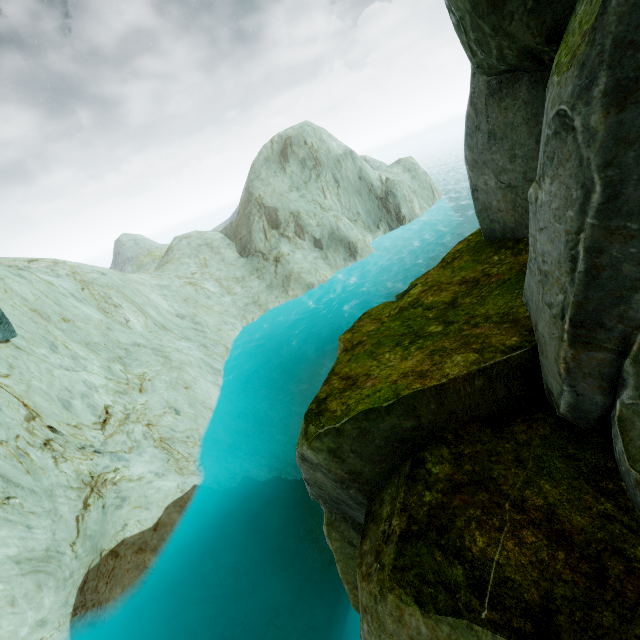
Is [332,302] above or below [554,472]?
below

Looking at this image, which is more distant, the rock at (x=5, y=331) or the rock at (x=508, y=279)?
the rock at (x=5, y=331)

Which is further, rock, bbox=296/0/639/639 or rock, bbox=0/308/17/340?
rock, bbox=0/308/17/340
